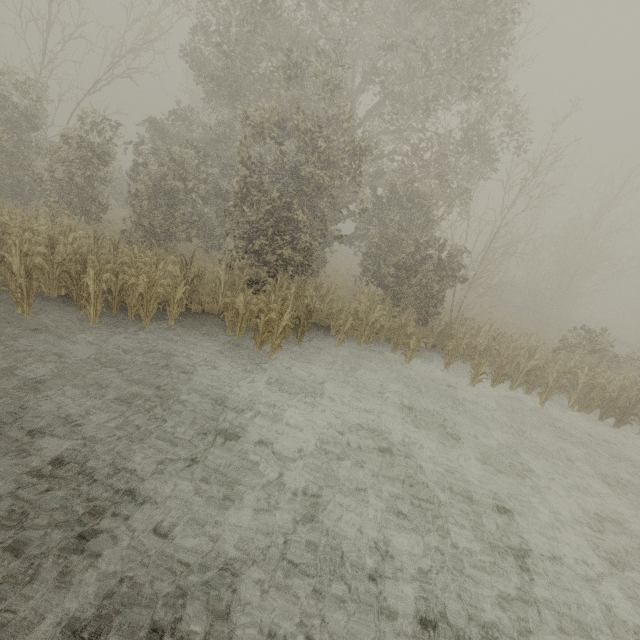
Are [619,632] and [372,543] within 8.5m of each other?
yes
